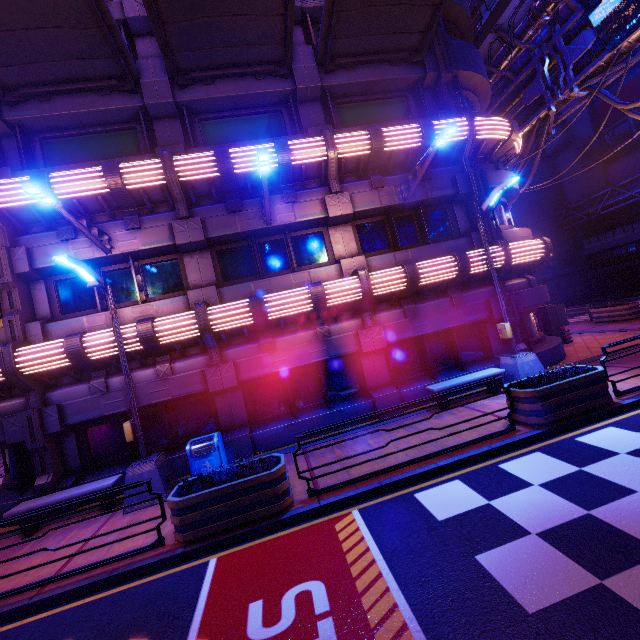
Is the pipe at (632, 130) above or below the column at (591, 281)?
above

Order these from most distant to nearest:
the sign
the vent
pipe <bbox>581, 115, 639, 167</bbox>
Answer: the vent, pipe <bbox>581, 115, 639, 167</bbox>, the sign

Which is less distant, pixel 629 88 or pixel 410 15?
pixel 410 15

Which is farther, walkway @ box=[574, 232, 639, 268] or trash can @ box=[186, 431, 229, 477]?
walkway @ box=[574, 232, 639, 268]

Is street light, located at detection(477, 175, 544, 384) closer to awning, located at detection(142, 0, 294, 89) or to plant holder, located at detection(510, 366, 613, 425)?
plant holder, located at detection(510, 366, 613, 425)

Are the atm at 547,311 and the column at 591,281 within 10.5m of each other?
no

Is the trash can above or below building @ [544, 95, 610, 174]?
below

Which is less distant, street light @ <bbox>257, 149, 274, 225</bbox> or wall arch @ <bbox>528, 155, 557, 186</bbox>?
street light @ <bbox>257, 149, 274, 225</bbox>
